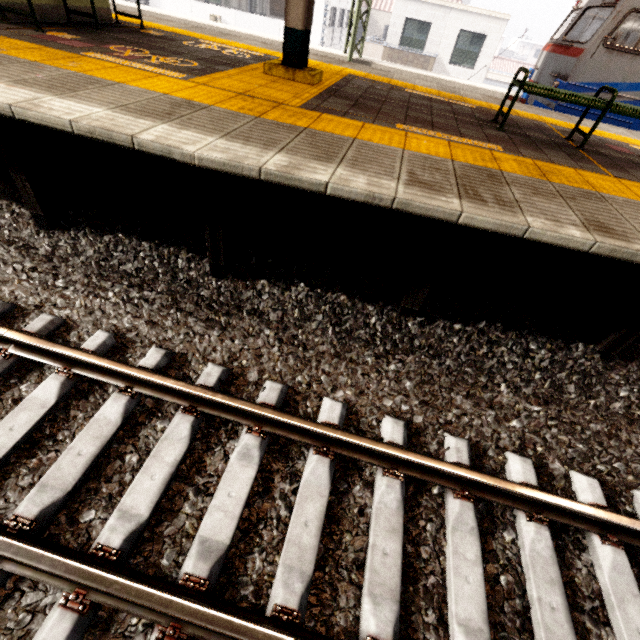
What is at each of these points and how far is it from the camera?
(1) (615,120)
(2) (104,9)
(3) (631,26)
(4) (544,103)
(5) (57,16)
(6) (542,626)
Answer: (1) train, 7.2m
(2) elevator, 6.0m
(3) train, 8.6m
(4) train, 7.9m
(5) elevator, 5.3m
(6) train track, 1.8m

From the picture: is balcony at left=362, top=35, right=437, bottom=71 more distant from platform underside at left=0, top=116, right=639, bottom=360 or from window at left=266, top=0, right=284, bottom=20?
platform underside at left=0, top=116, right=639, bottom=360

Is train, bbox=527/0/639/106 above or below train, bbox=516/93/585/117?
above

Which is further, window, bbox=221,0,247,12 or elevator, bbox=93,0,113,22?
window, bbox=221,0,247,12

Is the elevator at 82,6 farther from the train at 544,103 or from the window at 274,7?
the window at 274,7

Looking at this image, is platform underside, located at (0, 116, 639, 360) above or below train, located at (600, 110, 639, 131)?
below

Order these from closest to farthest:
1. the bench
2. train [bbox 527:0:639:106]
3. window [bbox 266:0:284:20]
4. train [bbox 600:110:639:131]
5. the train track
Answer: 1. the train track
2. the bench
3. train [bbox 527:0:639:106]
4. train [bbox 600:110:639:131]
5. window [bbox 266:0:284:20]

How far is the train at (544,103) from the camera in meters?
7.3 m
